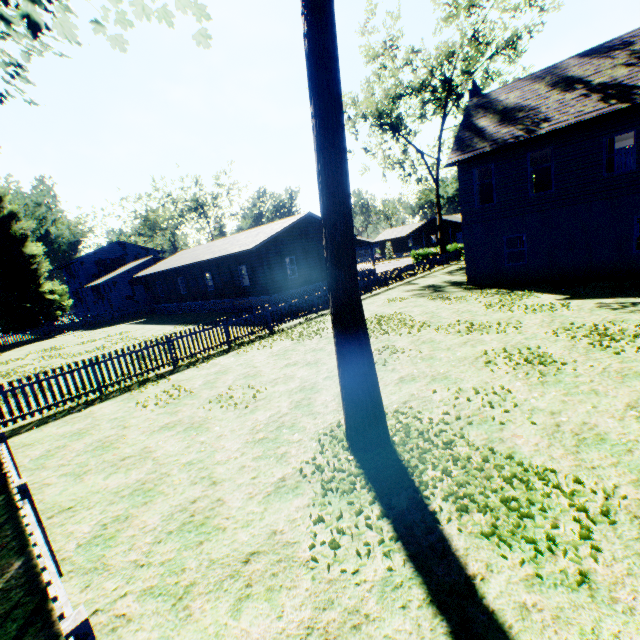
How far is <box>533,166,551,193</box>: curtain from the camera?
15.6m

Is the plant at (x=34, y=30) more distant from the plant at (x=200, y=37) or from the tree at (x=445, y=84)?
the tree at (x=445, y=84)

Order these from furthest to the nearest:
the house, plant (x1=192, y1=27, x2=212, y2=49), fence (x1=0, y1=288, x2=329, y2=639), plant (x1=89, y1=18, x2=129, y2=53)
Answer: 1. the house
2. plant (x1=192, y1=27, x2=212, y2=49)
3. plant (x1=89, y1=18, x2=129, y2=53)
4. fence (x1=0, y1=288, x2=329, y2=639)

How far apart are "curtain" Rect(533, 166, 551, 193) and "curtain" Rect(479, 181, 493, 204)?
1.83m

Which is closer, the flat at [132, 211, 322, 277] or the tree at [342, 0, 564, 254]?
the flat at [132, 211, 322, 277]

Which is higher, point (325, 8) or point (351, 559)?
point (325, 8)

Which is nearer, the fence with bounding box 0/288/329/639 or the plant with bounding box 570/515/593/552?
the fence with bounding box 0/288/329/639

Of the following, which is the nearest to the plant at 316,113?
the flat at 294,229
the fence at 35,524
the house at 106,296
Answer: the fence at 35,524
